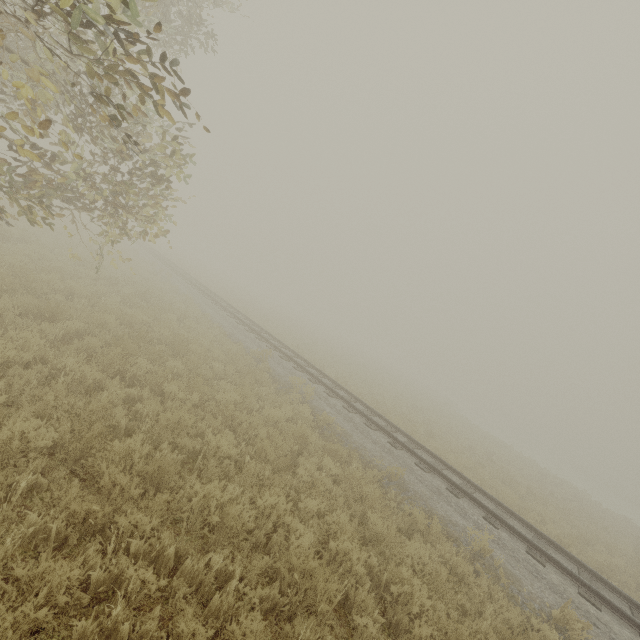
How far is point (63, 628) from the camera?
2.8m
